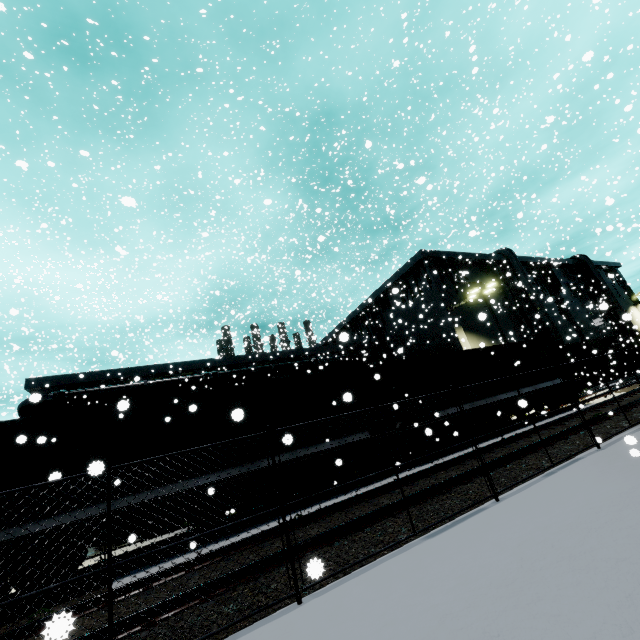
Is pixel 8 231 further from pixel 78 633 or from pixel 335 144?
pixel 78 633

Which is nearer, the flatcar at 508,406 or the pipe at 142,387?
the flatcar at 508,406

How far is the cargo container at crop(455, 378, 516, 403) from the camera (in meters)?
14.30

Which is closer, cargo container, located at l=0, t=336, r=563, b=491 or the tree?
cargo container, located at l=0, t=336, r=563, b=491

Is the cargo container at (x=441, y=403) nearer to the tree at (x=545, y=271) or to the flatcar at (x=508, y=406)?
the flatcar at (x=508, y=406)

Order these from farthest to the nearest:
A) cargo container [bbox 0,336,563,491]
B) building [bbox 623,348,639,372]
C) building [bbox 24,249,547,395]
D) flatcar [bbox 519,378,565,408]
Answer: building [bbox 623,348,639,372], building [bbox 24,249,547,395], flatcar [bbox 519,378,565,408], cargo container [bbox 0,336,563,491]

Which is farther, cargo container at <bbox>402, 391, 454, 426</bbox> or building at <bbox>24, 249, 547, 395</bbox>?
building at <bbox>24, 249, 547, 395</bbox>

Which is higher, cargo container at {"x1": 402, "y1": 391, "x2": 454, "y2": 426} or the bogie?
cargo container at {"x1": 402, "y1": 391, "x2": 454, "y2": 426}
